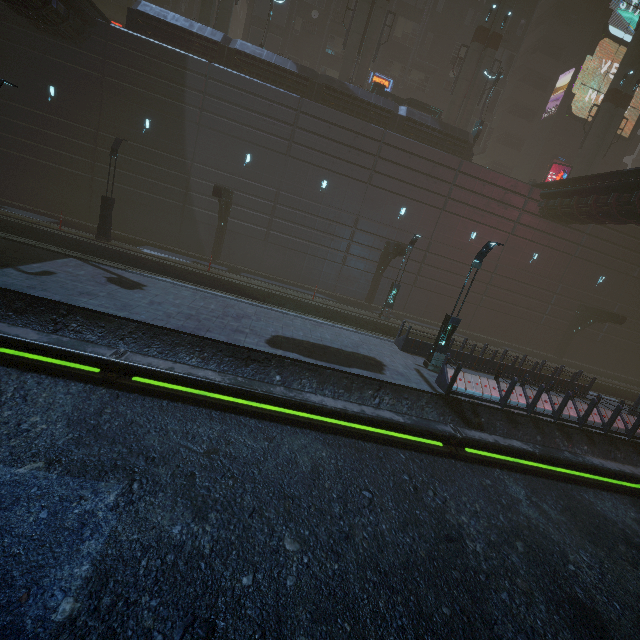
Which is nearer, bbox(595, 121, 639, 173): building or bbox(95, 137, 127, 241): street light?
bbox(95, 137, 127, 241): street light

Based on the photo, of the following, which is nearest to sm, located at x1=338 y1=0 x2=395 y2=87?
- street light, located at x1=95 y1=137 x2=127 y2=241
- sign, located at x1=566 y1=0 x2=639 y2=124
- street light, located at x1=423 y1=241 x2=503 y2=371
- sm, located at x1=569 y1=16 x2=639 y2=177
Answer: street light, located at x1=95 y1=137 x2=127 y2=241

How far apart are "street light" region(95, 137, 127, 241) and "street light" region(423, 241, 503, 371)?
18.2 meters

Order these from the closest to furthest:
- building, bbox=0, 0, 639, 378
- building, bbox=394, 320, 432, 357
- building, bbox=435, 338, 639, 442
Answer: building, bbox=435, 338, 639, 442 < building, bbox=394, 320, 432, 357 < building, bbox=0, 0, 639, 378

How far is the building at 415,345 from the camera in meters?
15.2

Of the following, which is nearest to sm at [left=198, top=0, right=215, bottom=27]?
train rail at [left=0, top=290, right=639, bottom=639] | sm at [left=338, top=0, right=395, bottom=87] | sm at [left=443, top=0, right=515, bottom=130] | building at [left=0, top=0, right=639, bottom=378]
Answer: building at [left=0, top=0, right=639, bottom=378]

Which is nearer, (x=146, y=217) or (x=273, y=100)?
(x=273, y=100)

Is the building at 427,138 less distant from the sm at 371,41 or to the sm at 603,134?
the sm at 371,41
